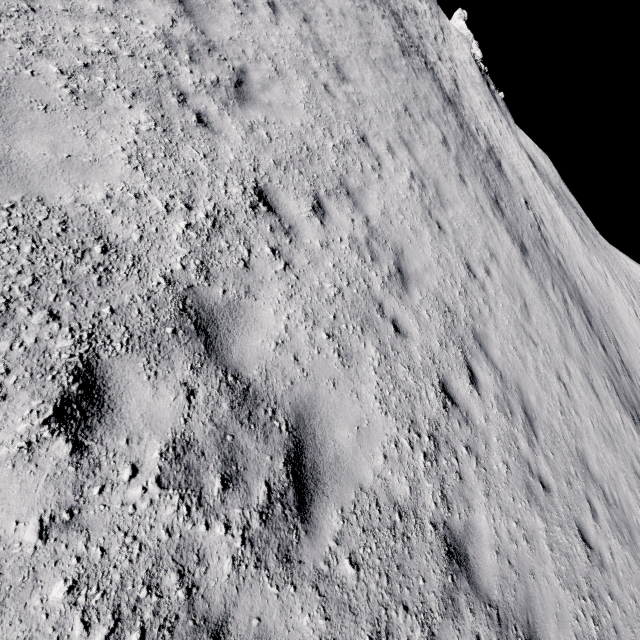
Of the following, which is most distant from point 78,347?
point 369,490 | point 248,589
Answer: point 369,490
